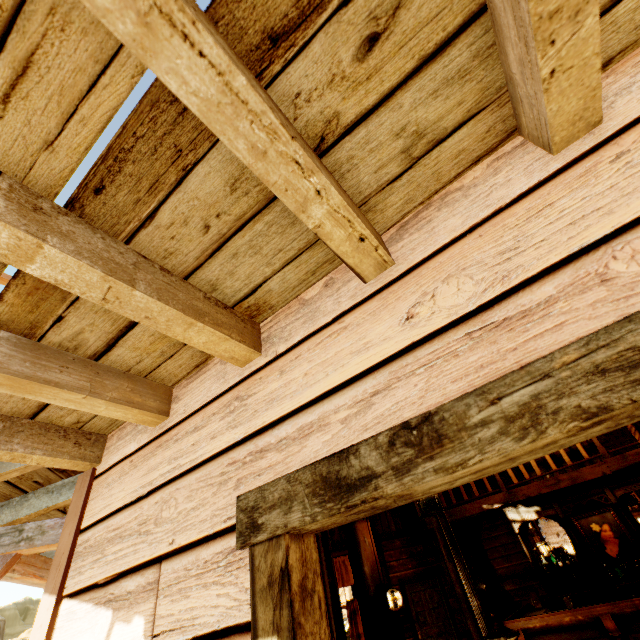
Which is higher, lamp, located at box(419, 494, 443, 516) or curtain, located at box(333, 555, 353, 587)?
curtain, located at box(333, 555, 353, 587)

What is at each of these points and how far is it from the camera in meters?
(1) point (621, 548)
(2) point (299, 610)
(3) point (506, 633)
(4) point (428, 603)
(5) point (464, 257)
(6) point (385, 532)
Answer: (1) picture, 6.6
(2) door, 0.8
(3) furnace, 3.8
(4) door, 8.4
(5) building, 1.0
(6) building, 9.3

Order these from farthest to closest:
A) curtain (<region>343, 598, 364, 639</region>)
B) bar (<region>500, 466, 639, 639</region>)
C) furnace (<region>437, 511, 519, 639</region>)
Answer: curtain (<region>343, 598, 364, 639</region>)
bar (<region>500, 466, 639, 639</region>)
furnace (<region>437, 511, 519, 639</region>)

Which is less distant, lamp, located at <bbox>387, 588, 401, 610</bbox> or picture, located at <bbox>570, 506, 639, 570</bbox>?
picture, located at <bbox>570, 506, 639, 570</bbox>

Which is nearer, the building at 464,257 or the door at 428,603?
the building at 464,257

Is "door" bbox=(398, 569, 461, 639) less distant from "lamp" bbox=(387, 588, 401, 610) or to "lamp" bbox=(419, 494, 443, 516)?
"lamp" bbox=(387, 588, 401, 610)

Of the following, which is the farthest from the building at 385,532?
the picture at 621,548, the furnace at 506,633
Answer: the picture at 621,548

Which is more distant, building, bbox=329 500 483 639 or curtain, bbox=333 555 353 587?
curtain, bbox=333 555 353 587
